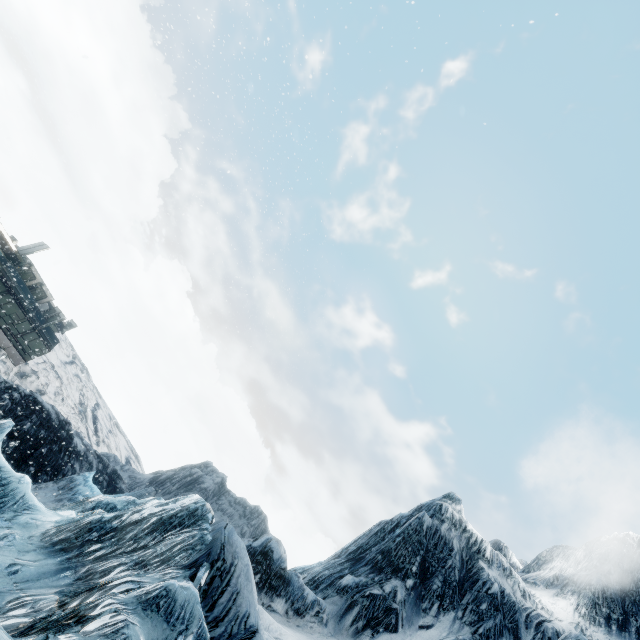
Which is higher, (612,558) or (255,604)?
(612,558)
